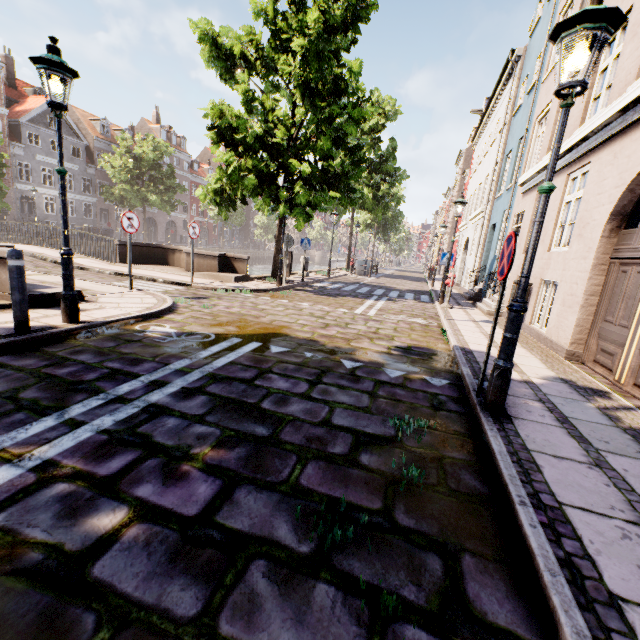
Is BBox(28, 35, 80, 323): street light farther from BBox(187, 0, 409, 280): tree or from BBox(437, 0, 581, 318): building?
BBox(437, 0, 581, 318): building

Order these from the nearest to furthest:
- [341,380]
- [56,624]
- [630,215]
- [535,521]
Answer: [56,624], [535,521], [341,380], [630,215]

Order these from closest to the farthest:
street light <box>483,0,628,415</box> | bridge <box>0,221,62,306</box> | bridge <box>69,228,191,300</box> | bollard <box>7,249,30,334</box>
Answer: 1. street light <box>483,0,628,415</box>
2. bollard <box>7,249,30,334</box>
3. bridge <box>0,221,62,306</box>
4. bridge <box>69,228,191,300</box>

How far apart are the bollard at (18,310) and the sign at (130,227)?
3.88m

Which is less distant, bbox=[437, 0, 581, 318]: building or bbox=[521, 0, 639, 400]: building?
bbox=[521, 0, 639, 400]: building

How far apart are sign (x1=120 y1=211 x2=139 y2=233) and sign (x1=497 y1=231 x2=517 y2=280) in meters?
8.1

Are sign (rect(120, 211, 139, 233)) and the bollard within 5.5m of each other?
yes

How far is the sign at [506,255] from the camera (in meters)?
3.29
